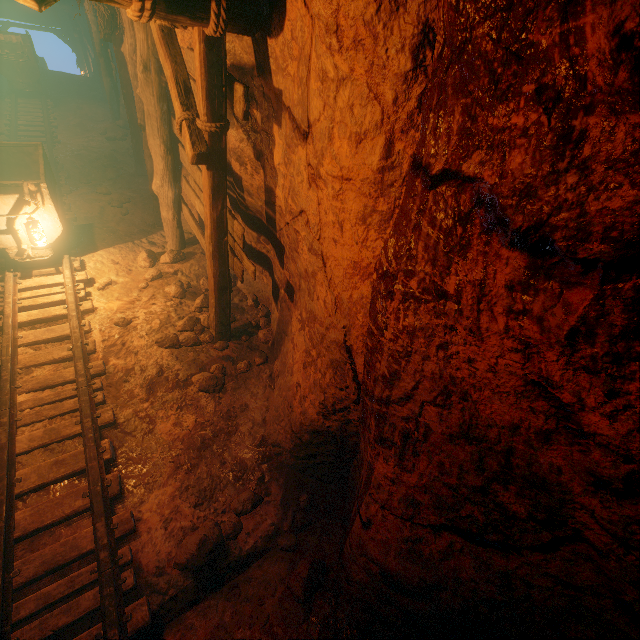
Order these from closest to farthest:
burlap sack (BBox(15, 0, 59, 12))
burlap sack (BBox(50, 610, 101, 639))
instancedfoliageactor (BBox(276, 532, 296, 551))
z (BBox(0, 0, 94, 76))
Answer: burlap sack (BBox(15, 0, 59, 12)), burlap sack (BBox(50, 610, 101, 639)), instancedfoliageactor (BBox(276, 532, 296, 551)), z (BBox(0, 0, 94, 76))

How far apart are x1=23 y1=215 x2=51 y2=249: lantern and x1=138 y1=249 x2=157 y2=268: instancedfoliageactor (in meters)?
1.30

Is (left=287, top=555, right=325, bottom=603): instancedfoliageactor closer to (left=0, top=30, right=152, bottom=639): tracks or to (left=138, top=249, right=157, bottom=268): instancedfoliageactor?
(left=0, top=30, right=152, bottom=639): tracks

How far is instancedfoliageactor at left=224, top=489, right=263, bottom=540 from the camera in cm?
317

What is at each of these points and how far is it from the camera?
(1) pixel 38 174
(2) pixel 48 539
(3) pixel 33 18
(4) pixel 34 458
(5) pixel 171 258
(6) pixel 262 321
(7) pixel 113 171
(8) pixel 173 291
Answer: (1) tracks, 5.42m
(2) burlap sack, 2.93m
(3) z, 18.25m
(4) burlap sack, 3.34m
(5) instancedfoliageactor, 5.88m
(6) instancedfoliageactor, 5.28m
(7) instancedfoliageactor, 7.98m
(8) instancedfoliageactor, 5.41m

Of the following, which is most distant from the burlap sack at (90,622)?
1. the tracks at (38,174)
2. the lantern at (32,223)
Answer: the lantern at (32,223)

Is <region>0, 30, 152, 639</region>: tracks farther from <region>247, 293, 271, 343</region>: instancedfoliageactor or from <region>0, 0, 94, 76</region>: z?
<region>247, 293, 271, 343</region>: instancedfoliageactor
